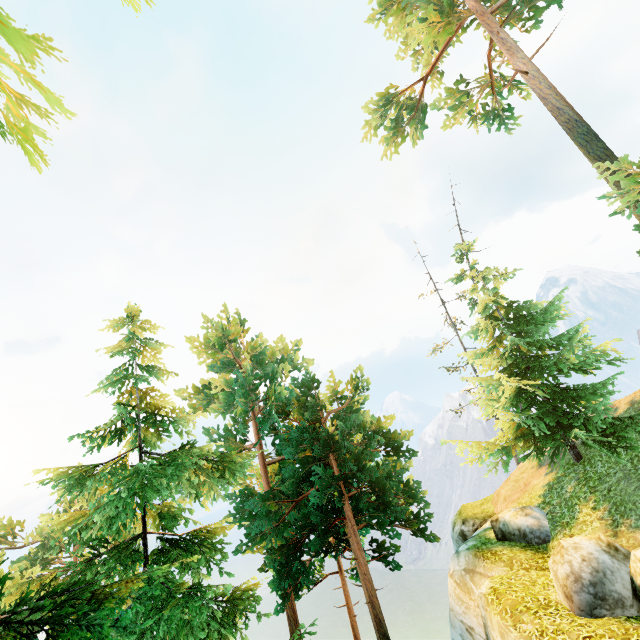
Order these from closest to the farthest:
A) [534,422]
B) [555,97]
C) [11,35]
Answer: [11,35] → [534,422] → [555,97]

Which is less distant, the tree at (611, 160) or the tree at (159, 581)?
the tree at (159, 581)

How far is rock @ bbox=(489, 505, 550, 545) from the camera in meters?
11.3

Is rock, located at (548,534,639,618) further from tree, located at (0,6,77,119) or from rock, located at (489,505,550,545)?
tree, located at (0,6,77,119)

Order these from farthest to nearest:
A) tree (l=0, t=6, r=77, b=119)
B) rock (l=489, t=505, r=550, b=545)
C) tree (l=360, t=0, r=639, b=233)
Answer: tree (l=360, t=0, r=639, b=233)
rock (l=489, t=505, r=550, b=545)
tree (l=0, t=6, r=77, b=119)

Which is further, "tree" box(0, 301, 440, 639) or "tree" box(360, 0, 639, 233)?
"tree" box(360, 0, 639, 233)

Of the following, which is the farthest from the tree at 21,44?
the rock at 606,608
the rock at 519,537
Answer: the rock at 606,608

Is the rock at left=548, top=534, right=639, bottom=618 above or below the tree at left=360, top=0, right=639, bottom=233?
below
